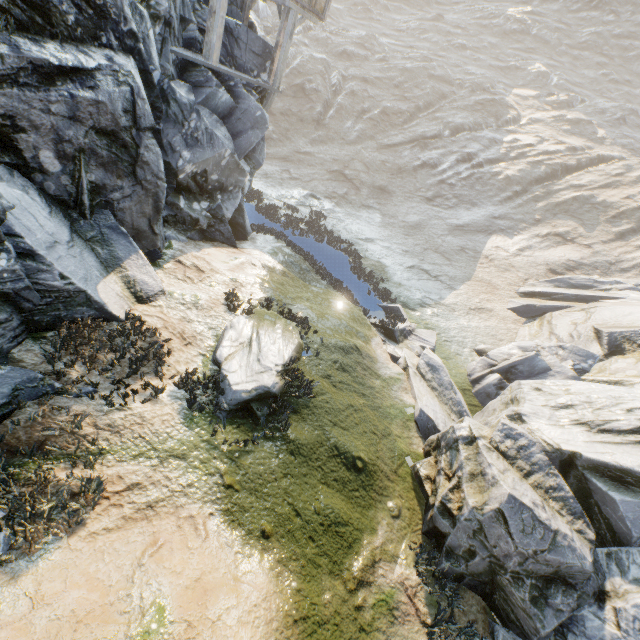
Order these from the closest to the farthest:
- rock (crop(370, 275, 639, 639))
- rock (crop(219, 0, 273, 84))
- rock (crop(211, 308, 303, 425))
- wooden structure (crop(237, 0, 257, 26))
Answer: rock (crop(370, 275, 639, 639)) → rock (crop(211, 308, 303, 425)) → rock (crop(219, 0, 273, 84)) → wooden structure (crop(237, 0, 257, 26))

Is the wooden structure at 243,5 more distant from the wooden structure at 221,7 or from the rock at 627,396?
the wooden structure at 221,7

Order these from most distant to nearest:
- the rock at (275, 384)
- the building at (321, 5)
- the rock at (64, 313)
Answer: the building at (321, 5), the rock at (275, 384), the rock at (64, 313)

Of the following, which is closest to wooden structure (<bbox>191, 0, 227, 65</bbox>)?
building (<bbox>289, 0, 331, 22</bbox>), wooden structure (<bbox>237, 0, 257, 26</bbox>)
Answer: building (<bbox>289, 0, 331, 22</bbox>)

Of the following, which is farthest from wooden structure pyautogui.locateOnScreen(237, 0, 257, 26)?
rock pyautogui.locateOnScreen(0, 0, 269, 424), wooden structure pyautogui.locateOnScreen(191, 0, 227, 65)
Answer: wooden structure pyautogui.locateOnScreen(191, 0, 227, 65)

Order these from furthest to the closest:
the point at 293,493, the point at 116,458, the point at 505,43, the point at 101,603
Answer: the point at 505,43, the point at 293,493, the point at 116,458, the point at 101,603

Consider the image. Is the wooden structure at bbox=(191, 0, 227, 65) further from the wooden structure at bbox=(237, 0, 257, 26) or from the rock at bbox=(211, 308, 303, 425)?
the wooden structure at bbox=(237, 0, 257, 26)

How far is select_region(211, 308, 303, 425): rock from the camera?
7.2m
